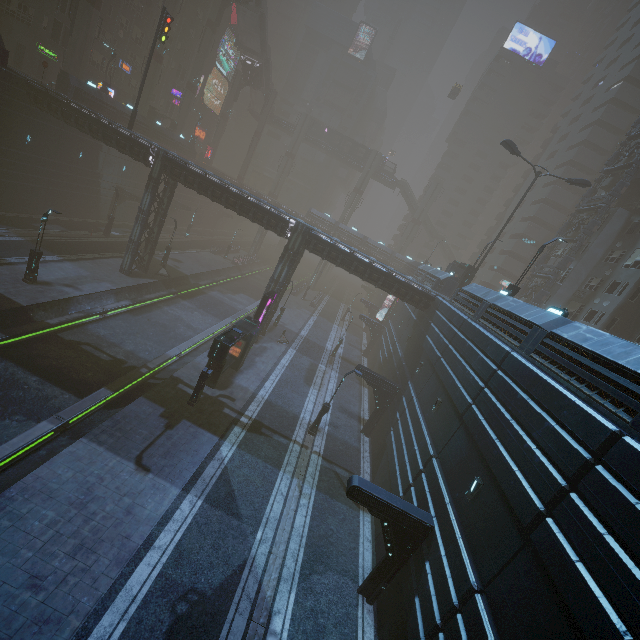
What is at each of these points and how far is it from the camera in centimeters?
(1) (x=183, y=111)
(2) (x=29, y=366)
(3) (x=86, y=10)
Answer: (1) sm, 5225cm
(2) train rail, 1766cm
(3) sm, 3256cm

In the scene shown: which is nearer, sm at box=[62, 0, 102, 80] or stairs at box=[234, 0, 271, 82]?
sm at box=[62, 0, 102, 80]

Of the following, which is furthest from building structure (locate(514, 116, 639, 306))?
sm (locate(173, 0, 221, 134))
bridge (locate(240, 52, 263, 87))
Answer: sm (locate(173, 0, 221, 134))

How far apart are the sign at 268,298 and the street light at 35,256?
14.2m

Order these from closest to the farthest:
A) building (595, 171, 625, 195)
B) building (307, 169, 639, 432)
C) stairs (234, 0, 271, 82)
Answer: building (307, 169, 639, 432), building (595, 171, 625, 195), stairs (234, 0, 271, 82)

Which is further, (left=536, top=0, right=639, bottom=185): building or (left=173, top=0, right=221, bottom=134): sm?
(left=173, top=0, right=221, bottom=134): sm

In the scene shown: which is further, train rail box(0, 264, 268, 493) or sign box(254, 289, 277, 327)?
sign box(254, 289, 277, 327)

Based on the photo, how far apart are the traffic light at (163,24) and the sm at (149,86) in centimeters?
1802cm
